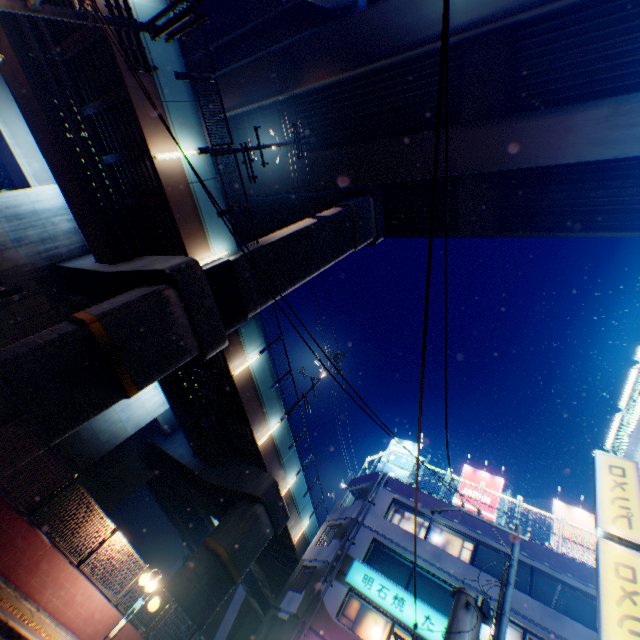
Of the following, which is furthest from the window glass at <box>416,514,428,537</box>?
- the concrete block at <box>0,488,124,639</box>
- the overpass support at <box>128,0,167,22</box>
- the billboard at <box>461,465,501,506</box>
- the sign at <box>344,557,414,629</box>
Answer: the concrete block at <box>0,488,124,639</box>

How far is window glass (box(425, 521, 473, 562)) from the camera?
19.1 meters

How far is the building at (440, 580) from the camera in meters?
17.4 m

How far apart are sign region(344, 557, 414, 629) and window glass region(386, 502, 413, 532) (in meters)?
3.05

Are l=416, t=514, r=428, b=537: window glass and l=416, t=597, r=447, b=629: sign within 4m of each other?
yes

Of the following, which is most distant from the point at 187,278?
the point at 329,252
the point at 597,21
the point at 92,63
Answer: the point at 597,21

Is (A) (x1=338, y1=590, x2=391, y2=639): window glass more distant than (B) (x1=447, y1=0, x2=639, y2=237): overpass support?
Yes

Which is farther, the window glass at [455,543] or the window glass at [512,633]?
the window glass at [455,543]
